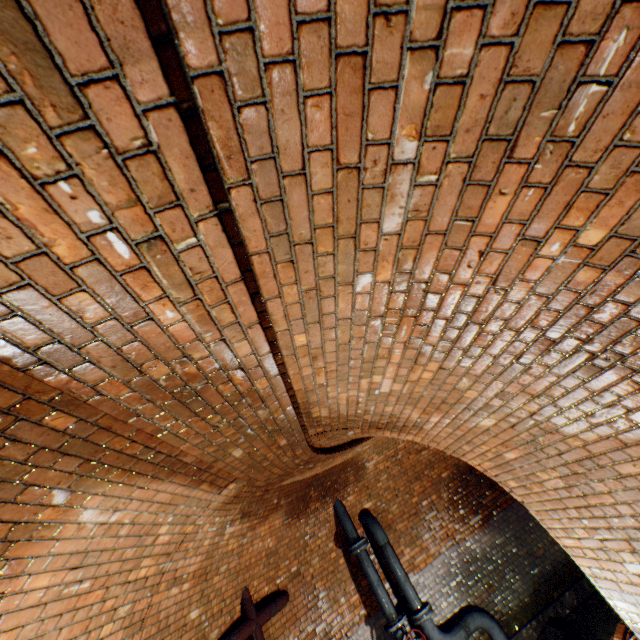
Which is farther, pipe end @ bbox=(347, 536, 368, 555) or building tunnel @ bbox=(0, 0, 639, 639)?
pipe end @ bbox=(347, 536, 368, 555)

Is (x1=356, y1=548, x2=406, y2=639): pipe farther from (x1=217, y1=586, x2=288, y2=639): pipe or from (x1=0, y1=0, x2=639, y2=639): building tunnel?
(x1=217, y1=586, x2=288, y2=639): pipe

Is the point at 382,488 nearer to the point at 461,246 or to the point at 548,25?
the point at 461,246

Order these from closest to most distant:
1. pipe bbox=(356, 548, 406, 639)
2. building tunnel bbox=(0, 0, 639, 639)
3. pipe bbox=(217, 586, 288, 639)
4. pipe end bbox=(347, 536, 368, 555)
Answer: building tunnel bbox=(0, 0, 639, 639), pipe bbox=(217, 586, 288, 639), pipe bbox=(356, 548, 406, 639), pipe end bbox=(347, 536, 368, 555)

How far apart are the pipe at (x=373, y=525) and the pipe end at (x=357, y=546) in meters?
0.2

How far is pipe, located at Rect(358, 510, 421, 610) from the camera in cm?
602

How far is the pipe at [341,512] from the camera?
6.40m

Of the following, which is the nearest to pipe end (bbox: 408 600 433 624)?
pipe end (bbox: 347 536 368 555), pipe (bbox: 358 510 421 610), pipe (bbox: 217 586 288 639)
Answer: pipe (bbox: 358 510 421 610)
